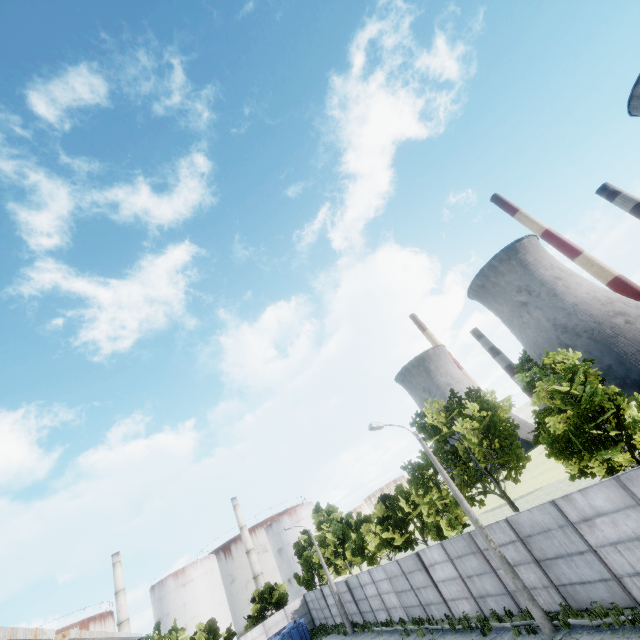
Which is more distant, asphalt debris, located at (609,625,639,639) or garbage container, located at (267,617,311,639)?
garbage container, located at (267,617,311,639)

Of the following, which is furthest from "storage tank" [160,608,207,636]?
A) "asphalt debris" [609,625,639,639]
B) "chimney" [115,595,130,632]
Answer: "asphalt debris" [609,625,639,639]

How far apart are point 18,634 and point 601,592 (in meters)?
18.14

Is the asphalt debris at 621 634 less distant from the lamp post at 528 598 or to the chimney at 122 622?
the lamp post at 528 598

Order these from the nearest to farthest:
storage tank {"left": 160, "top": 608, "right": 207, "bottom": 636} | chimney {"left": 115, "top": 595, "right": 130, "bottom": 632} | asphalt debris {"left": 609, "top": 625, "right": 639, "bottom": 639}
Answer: asphalt debris {"left": 609, "top": 625, "right": 639, "bottom": 639} < chimney {"left": 115, "top": 595, "right": 130, "bottom": 632} < storage tank {"left": 160, "top": 608, "right": 207, "bottom": 636}

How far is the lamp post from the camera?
13.08m

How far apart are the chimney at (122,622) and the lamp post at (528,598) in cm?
7397

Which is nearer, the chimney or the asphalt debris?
the asphalt debris
